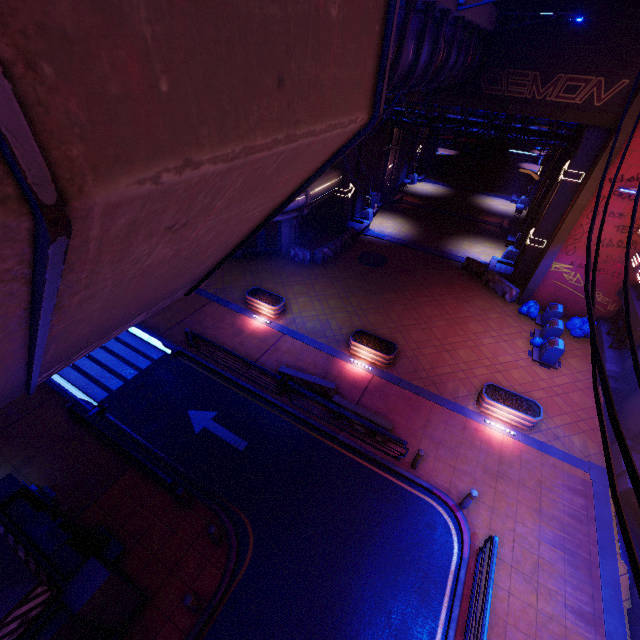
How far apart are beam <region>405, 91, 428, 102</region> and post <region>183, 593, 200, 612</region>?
23.2m

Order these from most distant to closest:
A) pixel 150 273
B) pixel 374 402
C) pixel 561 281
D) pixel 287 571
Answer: pixel 561 281 → pixel 374 402 → pixel 287 571 → pixel 150 273

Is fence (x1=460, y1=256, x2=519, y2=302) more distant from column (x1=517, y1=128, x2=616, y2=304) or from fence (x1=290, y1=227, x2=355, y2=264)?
fence (x1=290, y1=227, x2=355, y2=264)

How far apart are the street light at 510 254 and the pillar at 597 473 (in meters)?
15.04

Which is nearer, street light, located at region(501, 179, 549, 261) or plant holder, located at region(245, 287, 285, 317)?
plant holder, located at region(245, 287, 285, 317)

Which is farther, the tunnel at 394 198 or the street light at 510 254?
the tunnel at 394 198

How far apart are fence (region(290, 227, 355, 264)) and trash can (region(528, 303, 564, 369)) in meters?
12.9

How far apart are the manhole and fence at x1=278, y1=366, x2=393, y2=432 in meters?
11.0 m
